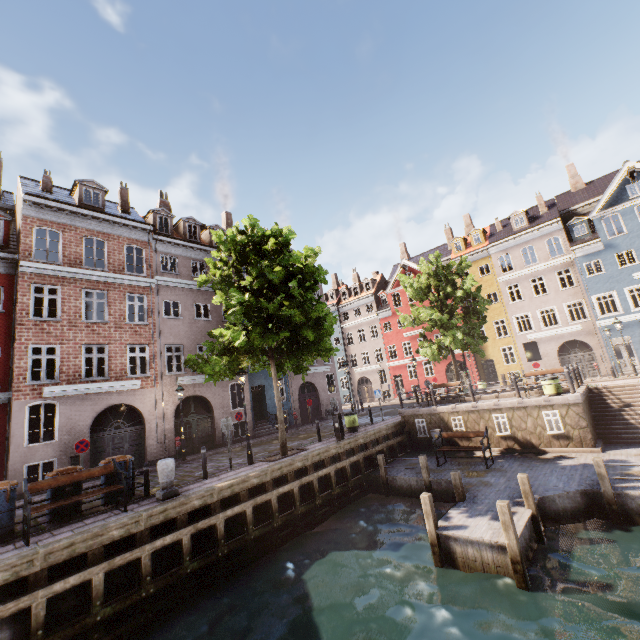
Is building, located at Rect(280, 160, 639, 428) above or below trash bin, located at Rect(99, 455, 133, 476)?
above

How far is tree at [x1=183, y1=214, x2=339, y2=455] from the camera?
12.3m

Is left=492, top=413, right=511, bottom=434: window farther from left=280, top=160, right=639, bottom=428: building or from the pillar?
left=280, top=160, right=639, bottom=428: building

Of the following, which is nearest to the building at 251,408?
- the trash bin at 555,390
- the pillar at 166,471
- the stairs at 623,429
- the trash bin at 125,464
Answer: the trash bin at 125,464

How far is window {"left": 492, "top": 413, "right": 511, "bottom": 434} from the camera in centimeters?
1460cm

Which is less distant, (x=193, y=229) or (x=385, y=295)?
(x=193, y=229)

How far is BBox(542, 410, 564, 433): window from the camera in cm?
1330

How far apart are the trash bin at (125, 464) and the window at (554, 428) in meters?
15.9 m
